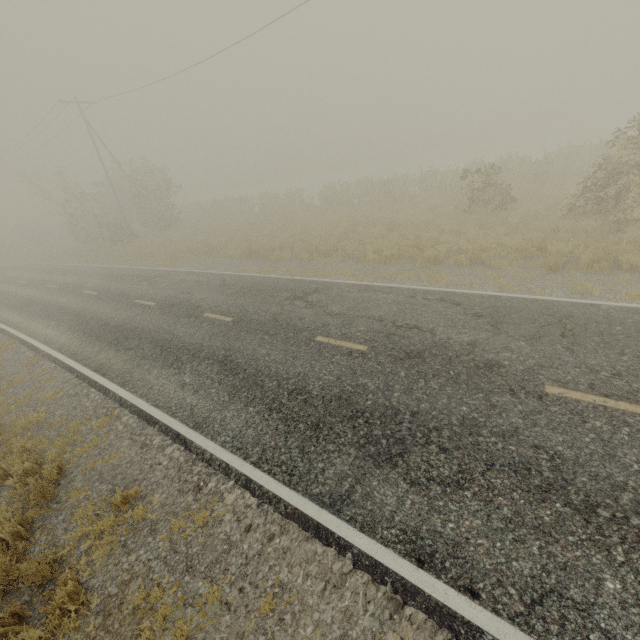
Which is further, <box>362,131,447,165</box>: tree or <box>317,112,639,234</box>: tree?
<box>362,131,447,165</box>: tree

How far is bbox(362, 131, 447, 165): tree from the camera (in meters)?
52.28

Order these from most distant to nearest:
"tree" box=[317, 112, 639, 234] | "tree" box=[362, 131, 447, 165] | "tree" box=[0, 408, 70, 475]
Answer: "tree" box=[362, 131, 447, 165], "tree" box=[317, 112, 639, 234], "tree" box=[0, 408, 70, 475]

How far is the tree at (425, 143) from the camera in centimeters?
5228cm

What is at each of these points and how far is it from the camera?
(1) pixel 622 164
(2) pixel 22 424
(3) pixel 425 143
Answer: (1) tree, 11.3m
(2) tree, 8.1m
(3) tree, 54.8m

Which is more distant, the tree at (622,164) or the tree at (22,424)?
the tree at (622,164)
